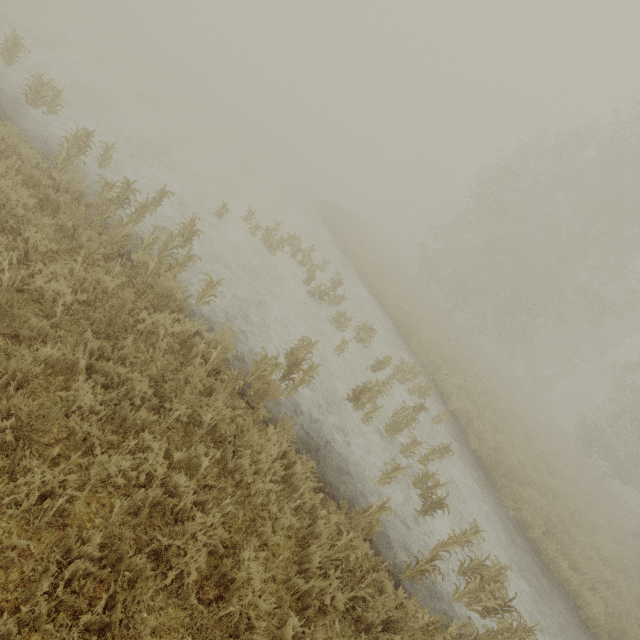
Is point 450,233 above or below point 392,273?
above
